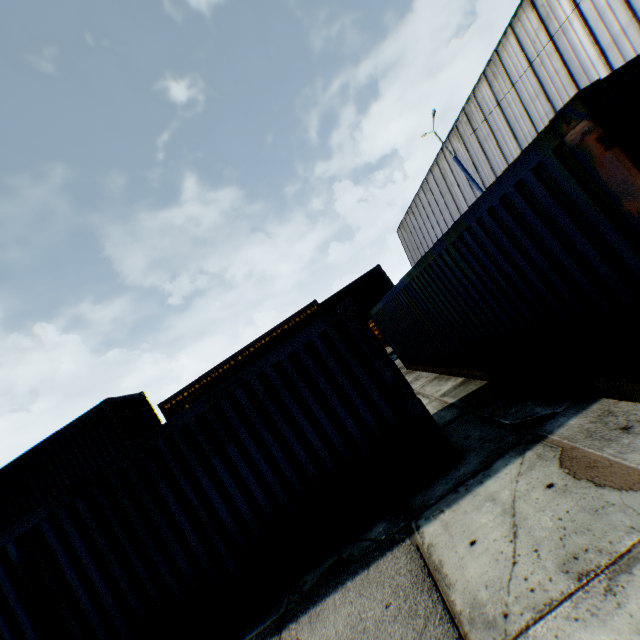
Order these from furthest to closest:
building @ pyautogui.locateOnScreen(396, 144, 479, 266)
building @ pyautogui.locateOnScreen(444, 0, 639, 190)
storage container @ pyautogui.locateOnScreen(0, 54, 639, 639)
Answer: building @ pyautogui.locateOnScreen(396, 144, 479, 266), building @ pyautogui.locateOnScreen(444, 0, 639, 190), storage container @ pyautogui.locateOnScreen(0, 54, 639, 639)

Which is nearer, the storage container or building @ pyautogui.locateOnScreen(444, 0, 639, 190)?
the storage container

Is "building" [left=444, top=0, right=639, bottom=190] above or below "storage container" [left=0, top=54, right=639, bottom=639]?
above

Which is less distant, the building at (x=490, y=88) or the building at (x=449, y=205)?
the building at (x=490, y=88)

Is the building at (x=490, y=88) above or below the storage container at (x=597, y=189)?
above

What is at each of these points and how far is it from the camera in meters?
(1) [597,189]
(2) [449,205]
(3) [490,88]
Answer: (1) storage container, 2.8 m
(2) building, 29.0 m
(3) building, 19.7 m

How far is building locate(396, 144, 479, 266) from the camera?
26.4m
